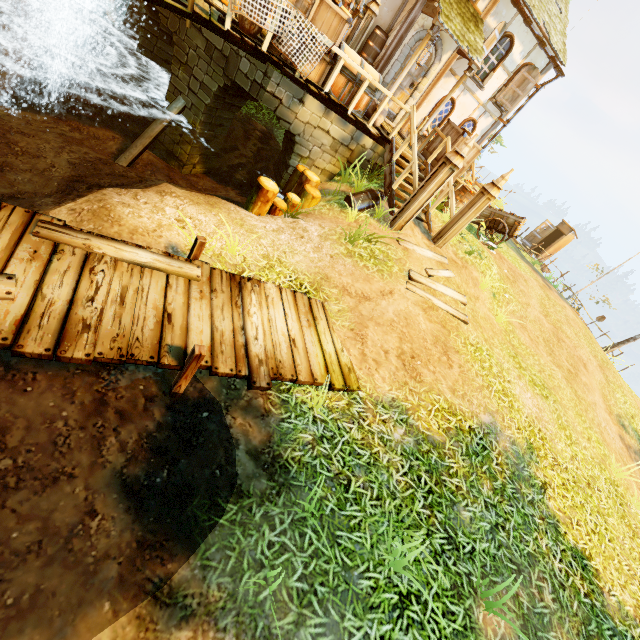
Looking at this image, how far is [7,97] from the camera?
9.0m

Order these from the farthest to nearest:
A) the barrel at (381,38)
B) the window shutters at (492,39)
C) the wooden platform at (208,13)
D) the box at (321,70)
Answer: the window shutters at (492,39) → the barrel at (381,38) → the box at (321,70) → the wooden platform at (208,13)

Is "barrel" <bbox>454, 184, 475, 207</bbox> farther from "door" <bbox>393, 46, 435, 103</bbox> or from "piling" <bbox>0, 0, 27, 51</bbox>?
"piling" <bbox>0, 0, 27, 51</bbox>

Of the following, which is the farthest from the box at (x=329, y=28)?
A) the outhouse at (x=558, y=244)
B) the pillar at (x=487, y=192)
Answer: the outhouse at (x=558, y=244)

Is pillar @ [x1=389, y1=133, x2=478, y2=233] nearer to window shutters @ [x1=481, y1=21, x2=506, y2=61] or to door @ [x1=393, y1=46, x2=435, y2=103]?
door @ [x1=393, y1=46, x2=435, y2=103]

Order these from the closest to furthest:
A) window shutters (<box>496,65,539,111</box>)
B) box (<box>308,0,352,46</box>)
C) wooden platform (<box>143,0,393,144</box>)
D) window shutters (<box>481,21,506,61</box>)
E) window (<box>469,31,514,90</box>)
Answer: wooden platform (<box>143,0,393,144</box>) → box (<box>308,0,352,46</box>) → window shutters (<box>481,21,506,61</box>) → window (<box>469,31,514,90</box>) → window shutters (<box>496,65,539,111</box>)

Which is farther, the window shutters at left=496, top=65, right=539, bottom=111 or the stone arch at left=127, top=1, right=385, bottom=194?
the window shutters at left=496, top=65, right=539, bottom=111

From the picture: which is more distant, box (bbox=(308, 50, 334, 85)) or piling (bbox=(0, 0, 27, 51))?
piling (bbox=(0, 0, 27, 51))
